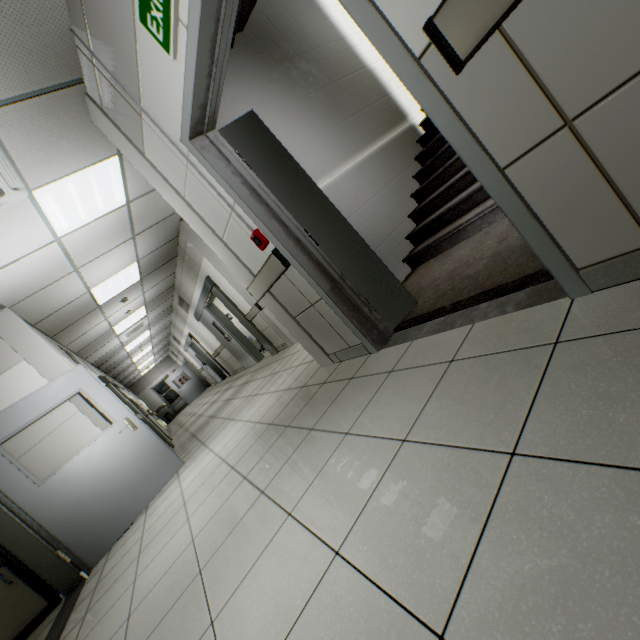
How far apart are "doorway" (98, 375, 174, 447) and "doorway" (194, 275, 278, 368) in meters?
2.7 m

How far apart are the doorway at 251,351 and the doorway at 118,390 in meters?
2.7 m

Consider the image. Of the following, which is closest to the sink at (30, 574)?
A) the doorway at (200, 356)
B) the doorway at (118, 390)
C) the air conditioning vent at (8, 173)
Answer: the air conditioning vent at (8, 173)

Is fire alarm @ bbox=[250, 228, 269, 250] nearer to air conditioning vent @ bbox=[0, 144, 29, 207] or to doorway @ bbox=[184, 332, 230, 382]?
air conditioning vent @ bbox=[0, 144, 29, 207]

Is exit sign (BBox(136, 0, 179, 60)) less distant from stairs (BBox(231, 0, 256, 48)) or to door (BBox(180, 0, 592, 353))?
door (BBox(180, 0, 592, 353))

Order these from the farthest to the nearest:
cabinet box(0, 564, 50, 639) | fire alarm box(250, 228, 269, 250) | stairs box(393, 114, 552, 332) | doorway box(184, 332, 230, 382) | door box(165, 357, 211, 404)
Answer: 1. door box(165, 357, 211, 404)
2. doorway box(184, 332, 230, 382)
3. cabinet box(0, 564, 50, 639)
4. fire alarm box(250, 228, 269, 250)
5. stairs box(393, 114, 552, 332)

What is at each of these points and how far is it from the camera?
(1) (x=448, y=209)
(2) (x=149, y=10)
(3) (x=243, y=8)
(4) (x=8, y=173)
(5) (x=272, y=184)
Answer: (1) stairs, 3.5m
(2) exit sign, 1.7m
(3) stairs, 3.6m
(4) air conditioning vent, 2.8m
(5) door, 2.5m

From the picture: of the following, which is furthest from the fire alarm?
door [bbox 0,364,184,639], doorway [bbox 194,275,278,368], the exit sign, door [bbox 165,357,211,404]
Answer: door [bbox 165,357,211,404]
